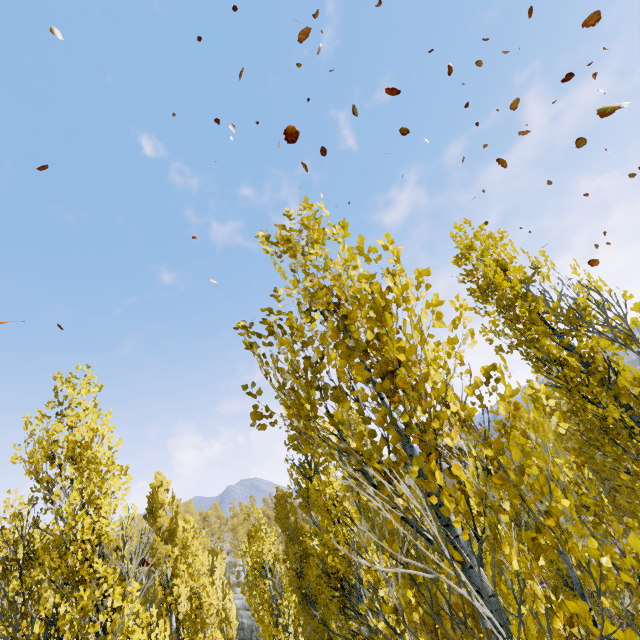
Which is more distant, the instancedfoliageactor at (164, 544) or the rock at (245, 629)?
the rock at (245, 629)

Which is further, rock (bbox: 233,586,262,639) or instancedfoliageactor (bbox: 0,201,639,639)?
rock (bbox: 233,586,262,639)

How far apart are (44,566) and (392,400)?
5.4 meters

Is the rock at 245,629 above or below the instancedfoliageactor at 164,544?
below

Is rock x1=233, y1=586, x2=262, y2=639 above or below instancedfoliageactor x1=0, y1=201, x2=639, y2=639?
below
